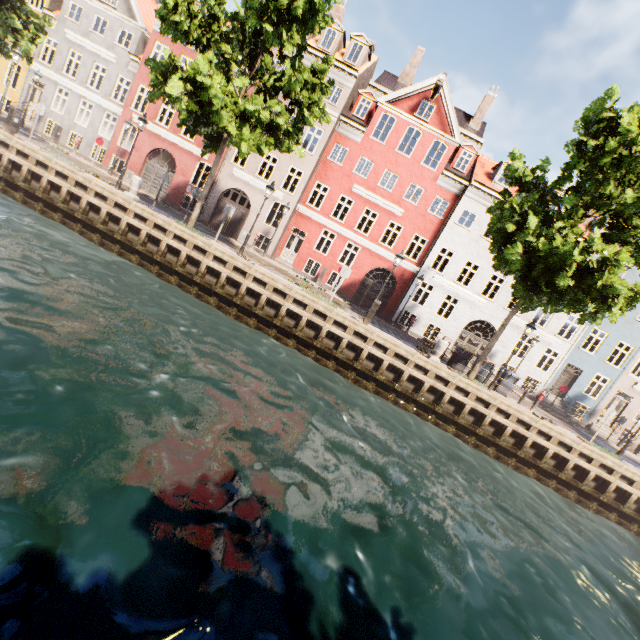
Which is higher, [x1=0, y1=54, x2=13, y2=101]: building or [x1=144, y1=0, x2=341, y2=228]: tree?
[x1=144, y1=0, x2=341, y2=228]: tree

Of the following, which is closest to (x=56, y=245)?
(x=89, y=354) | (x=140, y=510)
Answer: (x=89, y=354)

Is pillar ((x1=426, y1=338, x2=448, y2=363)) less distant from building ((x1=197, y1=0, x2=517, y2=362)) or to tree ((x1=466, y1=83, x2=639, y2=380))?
tree ((x1=466, y1=83, x2=639, y2=380))

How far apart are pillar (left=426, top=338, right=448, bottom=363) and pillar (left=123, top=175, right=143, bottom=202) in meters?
15.5

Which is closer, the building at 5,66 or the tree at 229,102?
the tree at 229,102

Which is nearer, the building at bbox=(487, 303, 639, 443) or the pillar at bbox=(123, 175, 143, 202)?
the pillar at bbox=(123, 175, 143, 202)

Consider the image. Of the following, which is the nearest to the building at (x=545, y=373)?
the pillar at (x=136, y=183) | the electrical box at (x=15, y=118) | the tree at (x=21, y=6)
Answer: the tree at (x=21, y=6)

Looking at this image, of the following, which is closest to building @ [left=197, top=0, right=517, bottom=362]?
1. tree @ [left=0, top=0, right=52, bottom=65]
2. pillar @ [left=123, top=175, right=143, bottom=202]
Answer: tree @ [left=0, top=0, right=52, bottom=65]
